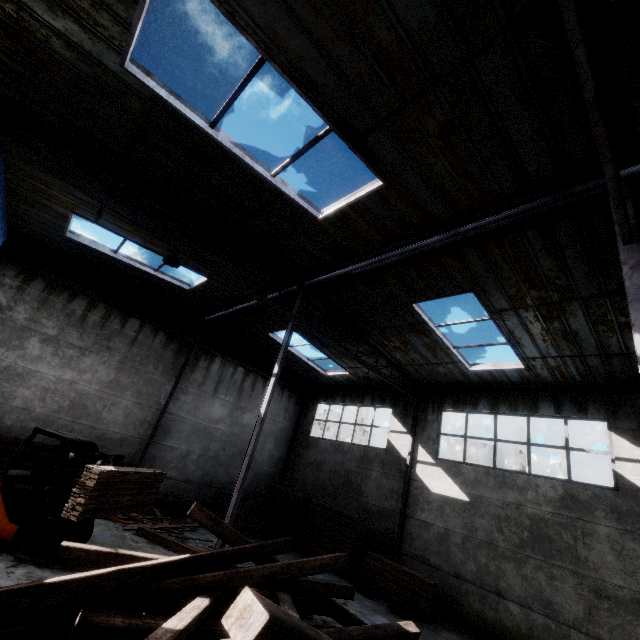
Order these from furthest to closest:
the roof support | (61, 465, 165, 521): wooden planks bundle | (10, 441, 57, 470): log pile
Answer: (10, 441, 57, 470): log pile
(61, 465, 165, 521): wooden planks bundle
the roof support

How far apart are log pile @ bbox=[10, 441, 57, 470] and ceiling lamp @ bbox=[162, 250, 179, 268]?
8.24m

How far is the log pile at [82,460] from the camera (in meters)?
10.84

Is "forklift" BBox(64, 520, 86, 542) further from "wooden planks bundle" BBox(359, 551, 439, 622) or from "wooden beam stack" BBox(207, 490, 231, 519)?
"wooden planks bundle" BBox(359, 551, 439, 622)

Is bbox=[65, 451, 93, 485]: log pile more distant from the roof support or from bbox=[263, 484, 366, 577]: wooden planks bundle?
the roof support

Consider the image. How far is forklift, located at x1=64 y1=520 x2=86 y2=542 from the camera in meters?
7.4 m

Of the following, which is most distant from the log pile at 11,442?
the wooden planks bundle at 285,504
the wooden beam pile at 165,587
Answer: the wooden planks bundle at 285,504

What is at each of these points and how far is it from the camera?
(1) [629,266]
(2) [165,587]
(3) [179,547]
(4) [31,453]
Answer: (1) roof support, 4.6m
(2) wooden beam pile, 4.6m
(3) wooden beam, 9.6m
(4) log pile, 10.4m
